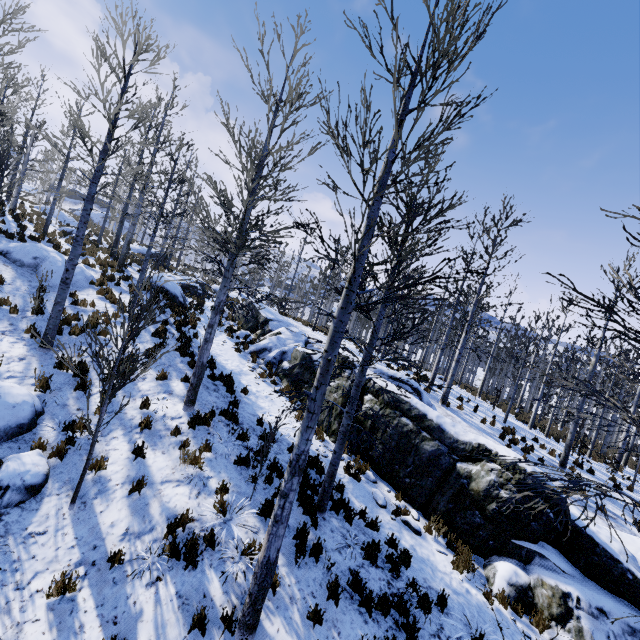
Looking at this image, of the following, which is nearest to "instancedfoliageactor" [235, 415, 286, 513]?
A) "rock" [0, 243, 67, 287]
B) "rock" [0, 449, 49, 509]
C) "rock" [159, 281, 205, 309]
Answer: "rock" [159, 281, 205, 309]

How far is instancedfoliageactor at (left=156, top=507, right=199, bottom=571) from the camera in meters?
5.3 m

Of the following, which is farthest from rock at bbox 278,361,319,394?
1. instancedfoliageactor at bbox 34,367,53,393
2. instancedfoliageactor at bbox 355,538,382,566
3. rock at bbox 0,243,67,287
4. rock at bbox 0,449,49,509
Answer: rock at bbox 0,449,49,509

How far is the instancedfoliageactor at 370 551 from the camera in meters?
6.7

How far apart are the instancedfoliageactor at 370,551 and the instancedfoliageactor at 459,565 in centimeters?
220cm

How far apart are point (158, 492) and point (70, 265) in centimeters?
697cm

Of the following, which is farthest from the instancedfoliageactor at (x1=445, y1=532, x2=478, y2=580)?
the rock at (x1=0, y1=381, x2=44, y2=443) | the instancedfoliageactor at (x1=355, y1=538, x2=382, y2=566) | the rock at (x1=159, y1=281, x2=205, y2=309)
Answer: the rock at (x1=159, y1=281, x2=205, y2=309)

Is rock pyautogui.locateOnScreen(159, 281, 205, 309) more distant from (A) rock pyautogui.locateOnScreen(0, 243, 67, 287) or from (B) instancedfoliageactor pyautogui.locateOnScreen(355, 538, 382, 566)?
(B) instancedfoliageactor pyautogui.locateOnScreen(355, 538, 382, 566)
